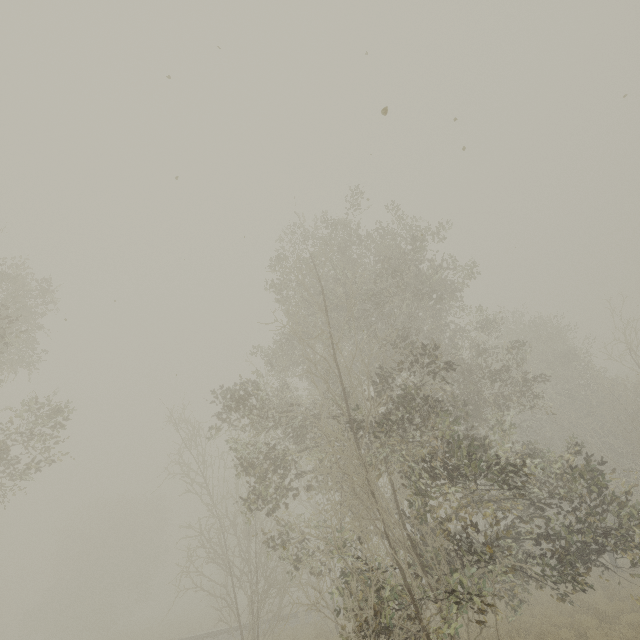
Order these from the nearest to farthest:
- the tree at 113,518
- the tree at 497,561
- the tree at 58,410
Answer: the tree at 497,561 < the tree at 58,410 < the tree at 113,518

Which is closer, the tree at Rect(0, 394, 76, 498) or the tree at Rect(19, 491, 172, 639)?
the tree at Rect(0, 394, 76, 498)

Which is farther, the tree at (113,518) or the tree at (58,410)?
the tree at (113,518)

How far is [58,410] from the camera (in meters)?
11.33

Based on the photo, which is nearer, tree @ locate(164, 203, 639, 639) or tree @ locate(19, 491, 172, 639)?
tree @ locate(164, 203, 639, 639)

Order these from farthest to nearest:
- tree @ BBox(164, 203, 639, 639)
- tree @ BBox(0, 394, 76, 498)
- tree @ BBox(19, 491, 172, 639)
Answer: tree @ BBox(19, 491, 172, 639)
tree @ BBox(0, 394, 76, 498)
tree @ BBox(164, 203, 639, 639)
